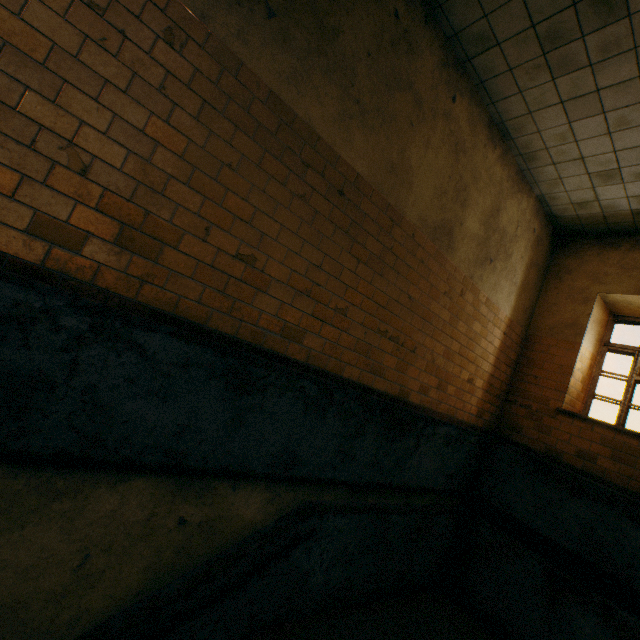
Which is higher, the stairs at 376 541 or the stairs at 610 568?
the stairs at 610 568

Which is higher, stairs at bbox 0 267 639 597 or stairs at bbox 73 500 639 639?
stairs at bbox 0 267 639 597

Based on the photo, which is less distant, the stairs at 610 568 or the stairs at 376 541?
the stairs at 610 568

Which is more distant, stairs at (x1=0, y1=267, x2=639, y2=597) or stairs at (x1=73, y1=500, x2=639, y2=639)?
stairs at (x1=73, y1=500, x2=639, y2=639)

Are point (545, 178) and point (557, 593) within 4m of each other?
no
